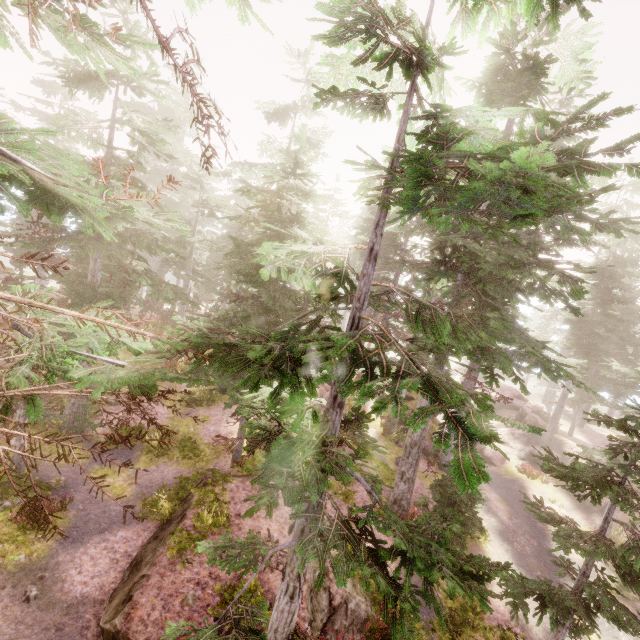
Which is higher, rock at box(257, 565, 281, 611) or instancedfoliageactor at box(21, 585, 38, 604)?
rock at box(257, 565, 281, 611)

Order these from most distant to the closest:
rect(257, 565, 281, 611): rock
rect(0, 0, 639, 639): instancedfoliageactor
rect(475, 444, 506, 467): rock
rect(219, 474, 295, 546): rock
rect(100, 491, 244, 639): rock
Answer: rect(475, 444, 506, 467): rock < rect(219, 474, 295, 546): rock < rect(257, 565, 281, 611): rock < rect(100, 491, 244, 639): rock < rect(0, 0, 639, 639): instancedfoliageactor

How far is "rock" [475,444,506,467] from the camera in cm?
2680

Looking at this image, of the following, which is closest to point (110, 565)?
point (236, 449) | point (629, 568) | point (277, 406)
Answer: point (236, 449)

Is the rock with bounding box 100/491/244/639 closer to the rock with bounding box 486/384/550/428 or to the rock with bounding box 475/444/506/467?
the rock with bounding box 475/444/506/467

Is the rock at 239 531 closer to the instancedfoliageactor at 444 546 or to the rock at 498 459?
the instancedfoliageactor at 444 546

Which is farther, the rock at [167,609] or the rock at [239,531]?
the rock at [239,531]

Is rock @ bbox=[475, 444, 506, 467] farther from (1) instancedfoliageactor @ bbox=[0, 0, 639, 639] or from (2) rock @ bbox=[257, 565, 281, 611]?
(2) rock @ bbox=[257, 565, 281, 611]
